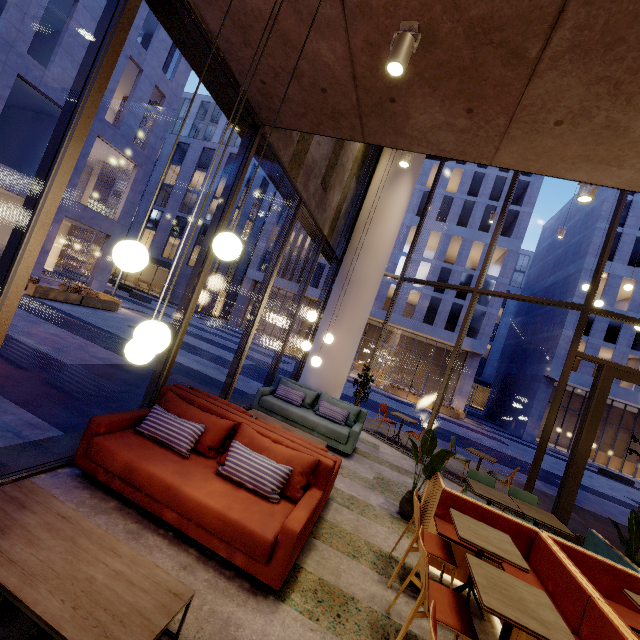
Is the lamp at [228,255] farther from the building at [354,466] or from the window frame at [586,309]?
the window frame at [586,309]

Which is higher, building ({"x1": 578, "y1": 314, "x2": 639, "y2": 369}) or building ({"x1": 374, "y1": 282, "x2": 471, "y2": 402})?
building ({"x1": 578, "y1": 314, "x2": 639, "y2": 369})

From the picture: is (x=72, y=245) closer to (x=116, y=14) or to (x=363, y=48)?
(x=116, y=14)

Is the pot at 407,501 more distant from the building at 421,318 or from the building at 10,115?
the building at 421,318

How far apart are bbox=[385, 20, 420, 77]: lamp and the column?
5.84m

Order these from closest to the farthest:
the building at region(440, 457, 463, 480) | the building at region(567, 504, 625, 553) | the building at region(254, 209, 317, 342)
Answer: the building at region(567, 504, 625, 553)
the building at region(440, 457, 463, 480)
the building at region(254, 209, 317, 342)

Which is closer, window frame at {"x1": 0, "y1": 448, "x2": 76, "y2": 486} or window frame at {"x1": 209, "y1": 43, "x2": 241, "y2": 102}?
window frame at {"x1": 0, "y1": 448, "x2": 76, "y2": 486}

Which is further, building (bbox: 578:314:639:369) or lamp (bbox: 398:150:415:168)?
building (bbox: 578:314:639:369)
